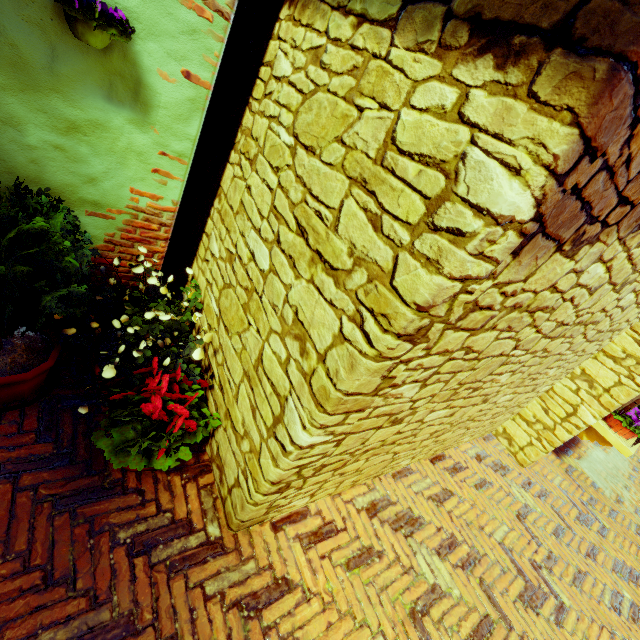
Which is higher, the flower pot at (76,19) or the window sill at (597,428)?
the flower pot at (76,19)

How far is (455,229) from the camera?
1.0 meters

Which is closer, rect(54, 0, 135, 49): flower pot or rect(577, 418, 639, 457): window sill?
rect(54, 0, 135, 49): flower pot

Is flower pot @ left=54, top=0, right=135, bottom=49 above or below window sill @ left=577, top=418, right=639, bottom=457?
above

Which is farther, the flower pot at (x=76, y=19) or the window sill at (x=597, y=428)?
the window sill at (x=597, y=428)
